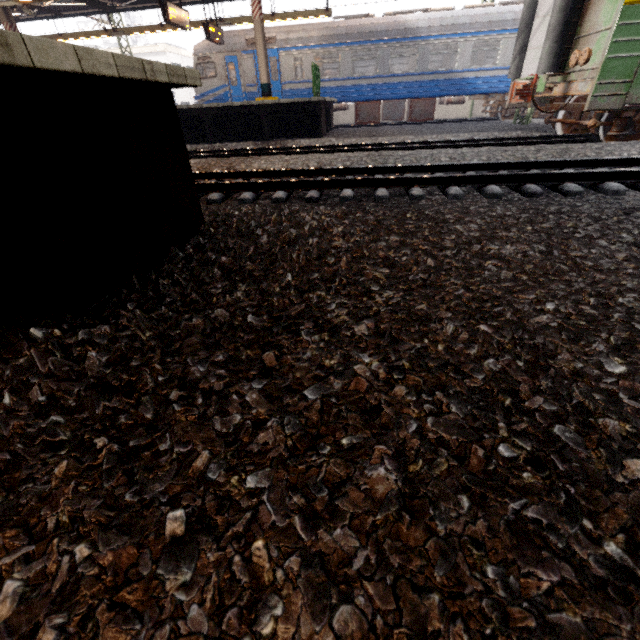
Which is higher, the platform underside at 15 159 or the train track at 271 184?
the platform underside at 15 159

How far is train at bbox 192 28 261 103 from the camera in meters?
14.6 m

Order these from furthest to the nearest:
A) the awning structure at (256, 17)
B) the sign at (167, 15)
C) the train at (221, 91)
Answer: the train at (221, 91) < the awning structure at (256, 17) < the sign at (167, 15)

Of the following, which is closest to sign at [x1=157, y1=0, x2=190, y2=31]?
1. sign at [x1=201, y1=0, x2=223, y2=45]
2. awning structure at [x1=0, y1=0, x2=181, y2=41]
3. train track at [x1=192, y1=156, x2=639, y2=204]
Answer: awning structure at [x1=0, y1=0, x2=181, y2=41]

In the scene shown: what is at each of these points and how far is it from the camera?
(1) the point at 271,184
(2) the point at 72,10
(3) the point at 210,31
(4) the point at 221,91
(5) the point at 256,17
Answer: (1) train track, 4.9 meters
(2) awning structure, 15.3 meters
(3) sign, 12.6 meters
(4) train, 15.7 meters
(5) awning structure, 11.3 meters

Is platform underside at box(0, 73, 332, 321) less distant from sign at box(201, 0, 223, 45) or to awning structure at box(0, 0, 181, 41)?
awning structure at box(0, 0, 181, 41)

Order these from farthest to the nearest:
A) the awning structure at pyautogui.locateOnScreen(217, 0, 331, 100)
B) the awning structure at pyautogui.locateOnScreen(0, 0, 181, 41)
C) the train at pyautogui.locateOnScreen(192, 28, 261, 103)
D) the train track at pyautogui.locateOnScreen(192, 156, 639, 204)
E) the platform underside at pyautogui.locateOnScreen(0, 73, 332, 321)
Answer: the train at pyautogui.locateOnScreen(192, 28, 261, 103) → the awning structure at pyautogui.locateOnScreen(0, 0, 181, 41) → the awning structure at pyautogui.locateOnScreen(217, 0, 331, 100) → the train track at pyautogui.locateOnScreen(192, 156, 639, 204) → the platform underside at pyautogui.locateOnScreen(0, 73, 332, 321)

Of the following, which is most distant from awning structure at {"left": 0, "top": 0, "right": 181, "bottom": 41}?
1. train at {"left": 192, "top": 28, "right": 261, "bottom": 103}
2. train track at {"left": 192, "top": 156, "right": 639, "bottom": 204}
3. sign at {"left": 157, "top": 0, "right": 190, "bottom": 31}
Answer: train track at {"left": 192, "top": 156, "right": 639, "bottom": 204}
